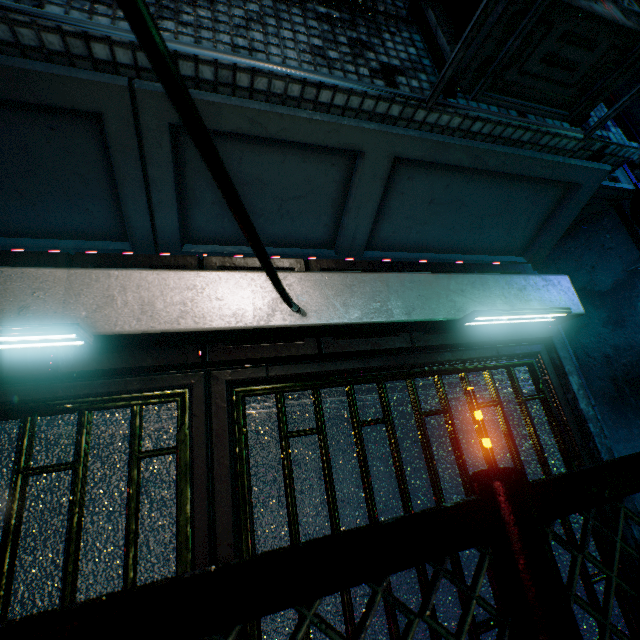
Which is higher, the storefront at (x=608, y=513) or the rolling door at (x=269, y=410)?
the rolling door at (x=269, y=410)

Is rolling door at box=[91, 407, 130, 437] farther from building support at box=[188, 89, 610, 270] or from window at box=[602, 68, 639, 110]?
window at box=[602, 68, 639, 110]

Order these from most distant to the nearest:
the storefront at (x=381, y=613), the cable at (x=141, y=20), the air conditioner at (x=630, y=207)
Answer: the air conditioner at (x=630, y=207)
the storefront at (x=381, y=613)
the cable at (x=141, y=20)

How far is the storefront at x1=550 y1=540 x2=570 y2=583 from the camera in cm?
193

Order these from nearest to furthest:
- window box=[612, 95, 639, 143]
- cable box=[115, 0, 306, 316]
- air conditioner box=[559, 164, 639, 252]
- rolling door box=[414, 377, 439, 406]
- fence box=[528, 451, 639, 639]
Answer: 1. cable box=[115, 0, 306, 316]
2. fence box=[528, 451, 639, 639]
3. rolling door box=[414, 377, 439, 406]
4. air conditioner box=[559, 164, 639, 252]
5. window box=[612, 95, 639, 143]

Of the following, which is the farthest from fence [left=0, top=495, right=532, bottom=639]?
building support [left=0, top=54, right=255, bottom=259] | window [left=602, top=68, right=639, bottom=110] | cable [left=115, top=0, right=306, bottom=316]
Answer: window [left=602, top=68, right=639, bottom=110]

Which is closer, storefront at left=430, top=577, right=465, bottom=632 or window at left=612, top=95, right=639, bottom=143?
storefront at left=430, top=577, right=465, bottom=632

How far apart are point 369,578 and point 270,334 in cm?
101
